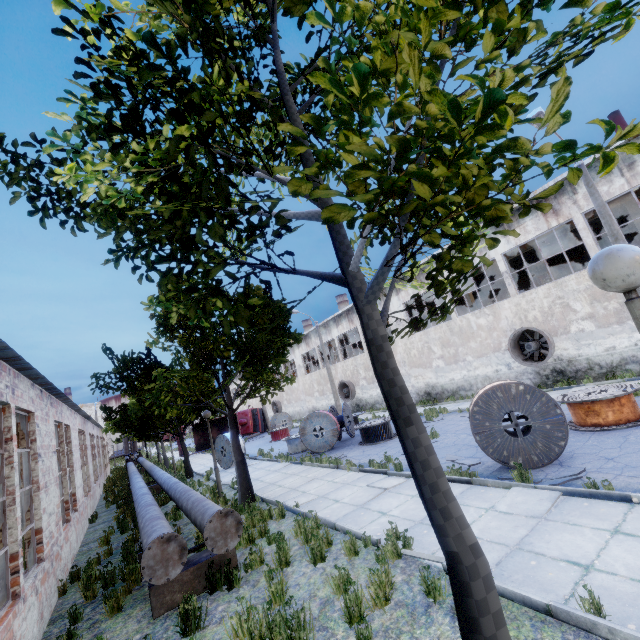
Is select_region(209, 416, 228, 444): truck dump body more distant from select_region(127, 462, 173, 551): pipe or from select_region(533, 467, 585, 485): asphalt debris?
select_region(533, 467, 585, 485): asphalt debris

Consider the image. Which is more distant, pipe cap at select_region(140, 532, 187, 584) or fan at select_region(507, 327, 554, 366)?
fan at select_region(507, 327, 554, 366)

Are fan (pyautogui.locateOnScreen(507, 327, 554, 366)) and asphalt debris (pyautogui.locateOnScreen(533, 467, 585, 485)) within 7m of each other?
no

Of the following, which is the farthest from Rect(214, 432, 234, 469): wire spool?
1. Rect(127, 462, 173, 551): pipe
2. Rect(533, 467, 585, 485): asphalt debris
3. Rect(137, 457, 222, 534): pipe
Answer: Rect(533, 467, 585, 485): asphalt debris

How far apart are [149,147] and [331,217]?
1.9m

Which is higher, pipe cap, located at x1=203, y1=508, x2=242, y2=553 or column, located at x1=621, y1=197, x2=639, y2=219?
column, located at x1=621, y1=197, x2=639, y2=219

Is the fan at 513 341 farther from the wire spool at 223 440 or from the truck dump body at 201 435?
the truck dump body at 201 435

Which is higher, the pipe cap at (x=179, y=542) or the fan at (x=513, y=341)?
the fan at (x=513, y=341)
